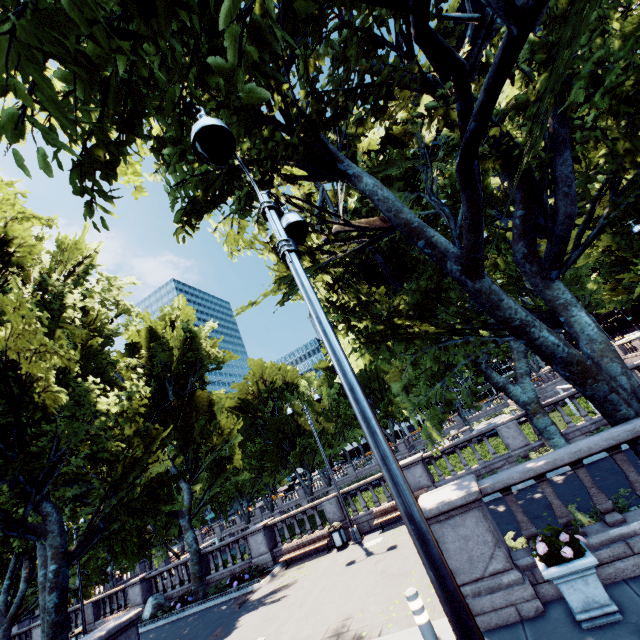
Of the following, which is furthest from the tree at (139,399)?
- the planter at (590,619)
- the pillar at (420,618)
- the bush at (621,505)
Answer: the pillar at (420,618)

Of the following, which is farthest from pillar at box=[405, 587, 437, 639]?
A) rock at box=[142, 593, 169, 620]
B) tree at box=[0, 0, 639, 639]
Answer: rock at box=[142, 593, 169, 620]

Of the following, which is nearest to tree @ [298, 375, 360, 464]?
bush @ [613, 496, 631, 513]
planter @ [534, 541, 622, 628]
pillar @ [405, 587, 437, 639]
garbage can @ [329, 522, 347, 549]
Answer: bush @ [613, 496, 631, 513]

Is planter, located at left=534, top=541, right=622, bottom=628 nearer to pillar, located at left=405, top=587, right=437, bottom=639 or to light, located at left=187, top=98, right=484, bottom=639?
pillar, located at left=405, top=587, right=437, bottom=639

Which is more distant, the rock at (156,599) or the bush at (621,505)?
the rock at (156,599)

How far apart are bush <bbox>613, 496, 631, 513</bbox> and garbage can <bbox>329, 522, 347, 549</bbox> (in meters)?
10.40

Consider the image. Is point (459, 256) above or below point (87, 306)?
below
